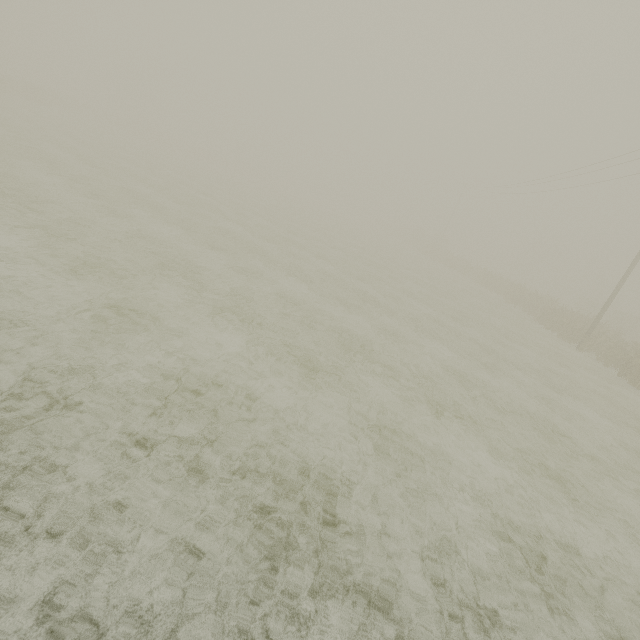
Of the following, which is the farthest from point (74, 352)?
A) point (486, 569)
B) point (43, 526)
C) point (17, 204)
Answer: point (17, 204)
